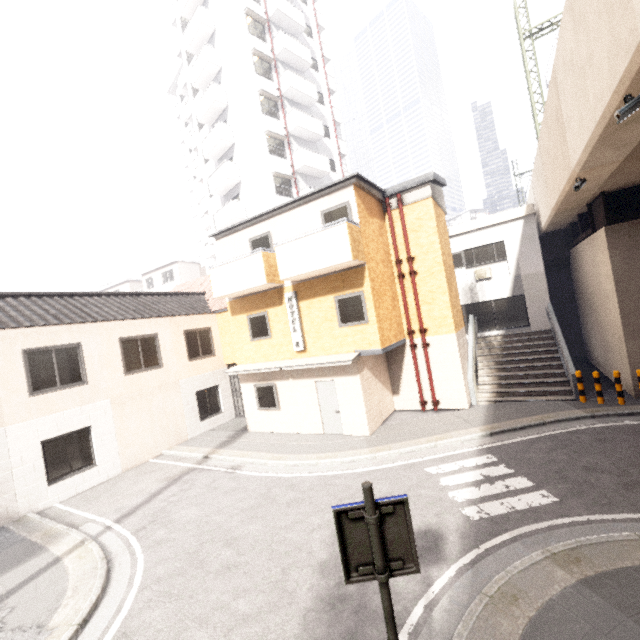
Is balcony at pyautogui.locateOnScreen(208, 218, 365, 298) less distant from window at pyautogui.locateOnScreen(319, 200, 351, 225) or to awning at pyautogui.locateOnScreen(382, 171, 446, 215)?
window at pyautogui.locateOnScreen(319, 200, 351, 225)

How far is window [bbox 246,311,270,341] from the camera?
13.56m

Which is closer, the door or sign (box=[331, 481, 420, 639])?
sign (box=[331, 481, 420, 639])

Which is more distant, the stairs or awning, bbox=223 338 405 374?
the stairs

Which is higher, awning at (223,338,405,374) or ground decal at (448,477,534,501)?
awning at (223,338,405,374)

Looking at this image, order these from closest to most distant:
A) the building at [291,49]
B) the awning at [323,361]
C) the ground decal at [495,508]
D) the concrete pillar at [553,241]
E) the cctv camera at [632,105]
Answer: the cctv camera at [632,105]
the ground decal at [495,508]
the awning at [323,361]
the concrete pillar at [553,241]
the building at [291,49]

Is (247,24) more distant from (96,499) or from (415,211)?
(96,499)

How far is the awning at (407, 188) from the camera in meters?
12.6 m
